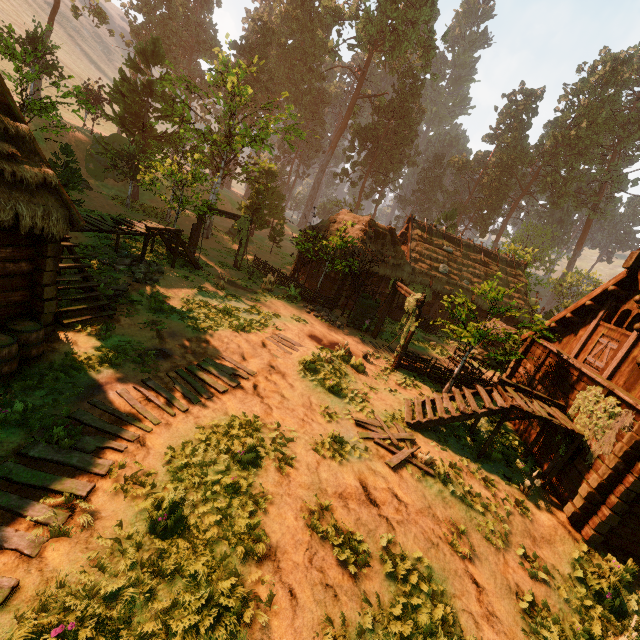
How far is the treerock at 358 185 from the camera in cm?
5233

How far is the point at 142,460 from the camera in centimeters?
628cm

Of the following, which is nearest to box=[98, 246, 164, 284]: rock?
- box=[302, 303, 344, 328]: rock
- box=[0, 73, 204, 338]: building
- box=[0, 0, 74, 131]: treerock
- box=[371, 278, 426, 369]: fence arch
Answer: box=[0, 73, 204, 338]: building

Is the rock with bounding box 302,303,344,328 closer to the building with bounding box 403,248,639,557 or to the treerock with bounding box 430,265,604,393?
the treerock with bounding box 430,265,604,393

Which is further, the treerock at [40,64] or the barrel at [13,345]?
the treerock at [40,64]

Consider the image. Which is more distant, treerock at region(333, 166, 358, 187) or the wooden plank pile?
treerock at region(333, 166, 358, 187)

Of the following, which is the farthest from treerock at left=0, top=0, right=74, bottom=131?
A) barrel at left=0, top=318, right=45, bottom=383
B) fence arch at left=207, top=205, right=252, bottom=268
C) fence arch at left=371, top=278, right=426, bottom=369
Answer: barrel at left=0, top=318, right=45, bottom=383

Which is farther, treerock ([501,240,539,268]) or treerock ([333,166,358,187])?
treerock ([333,166,358,187])
